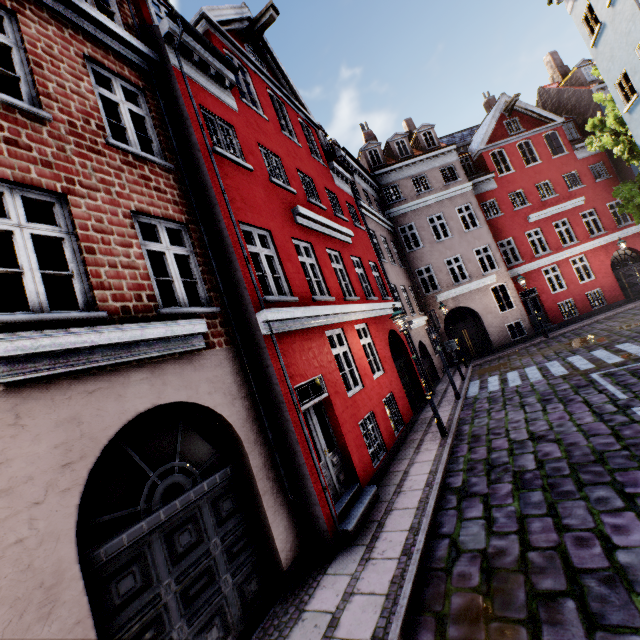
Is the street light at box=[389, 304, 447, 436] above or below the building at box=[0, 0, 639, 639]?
above

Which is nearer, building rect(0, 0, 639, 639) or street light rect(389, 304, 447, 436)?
building rect(0, 0, 639, 639)

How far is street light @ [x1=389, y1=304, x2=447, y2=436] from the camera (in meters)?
9.08

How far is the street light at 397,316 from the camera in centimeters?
908cm

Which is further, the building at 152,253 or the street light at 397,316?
the street light at 397,316

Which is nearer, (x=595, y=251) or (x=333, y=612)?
(x=333, y=612)
